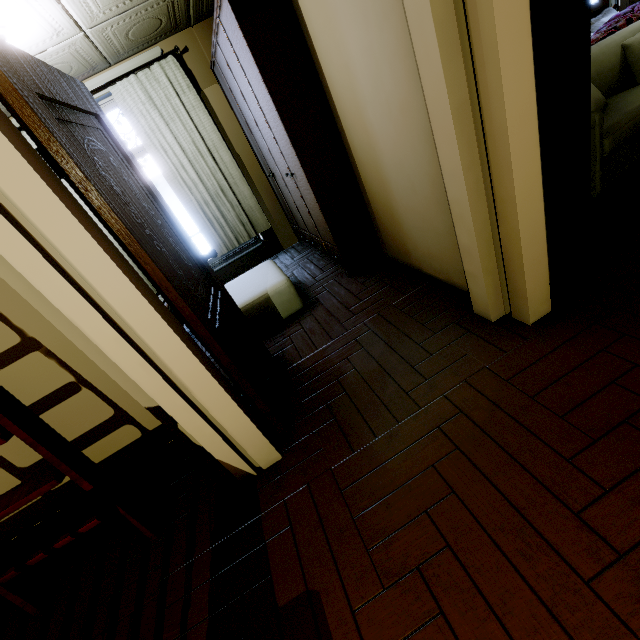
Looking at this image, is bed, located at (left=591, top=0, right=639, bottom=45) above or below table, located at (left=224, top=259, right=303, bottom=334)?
above

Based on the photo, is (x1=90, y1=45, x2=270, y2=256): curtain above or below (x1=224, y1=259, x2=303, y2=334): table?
above

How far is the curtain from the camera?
3.67m

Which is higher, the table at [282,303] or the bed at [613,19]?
the bed at [613,19]

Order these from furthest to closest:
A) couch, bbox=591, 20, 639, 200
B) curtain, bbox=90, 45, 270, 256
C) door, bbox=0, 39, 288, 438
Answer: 1. curtain, bbox=90, 45, 270, 256
2. couch, bbox=591, 20, 639, 200
3. door, bbox=0, 39, 288, 438

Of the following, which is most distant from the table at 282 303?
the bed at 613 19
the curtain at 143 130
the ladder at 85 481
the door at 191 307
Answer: the bed at 613 19

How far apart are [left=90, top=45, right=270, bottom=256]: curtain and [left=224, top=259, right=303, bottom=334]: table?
1.9m

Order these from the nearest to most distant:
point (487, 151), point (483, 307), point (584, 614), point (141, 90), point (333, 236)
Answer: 1. point (584, 614)
2. point (487, 151)
3. point (483, 307)
4. point (333, 236)
5. point (141, 90)
